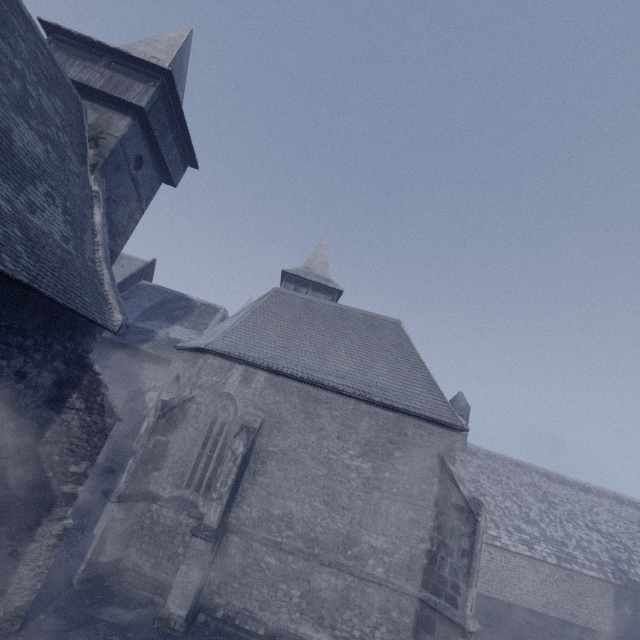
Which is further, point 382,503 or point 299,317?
point 299,317
